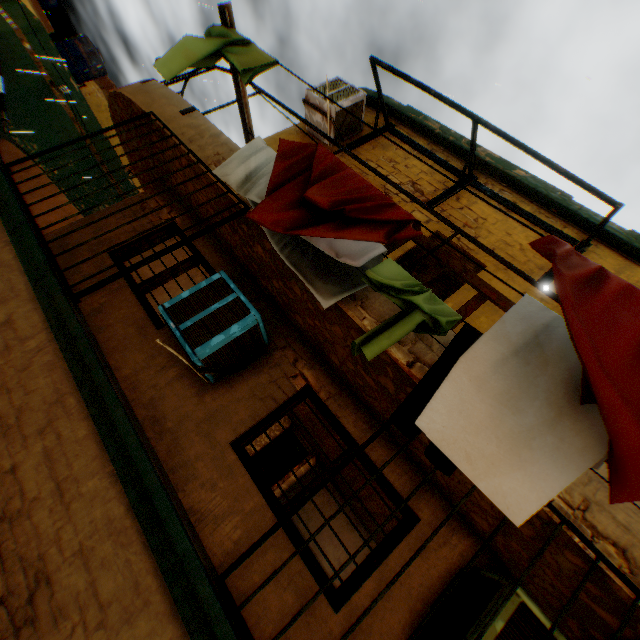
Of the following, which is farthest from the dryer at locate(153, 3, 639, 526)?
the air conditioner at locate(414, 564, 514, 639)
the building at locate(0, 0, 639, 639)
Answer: the air conditioner at locate(414, 564, 514, 639)

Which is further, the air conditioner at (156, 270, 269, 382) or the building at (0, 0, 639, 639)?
the air conditioner at (156, 270, 269, 382)

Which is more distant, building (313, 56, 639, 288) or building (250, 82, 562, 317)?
building (313, 56, 639, 288)

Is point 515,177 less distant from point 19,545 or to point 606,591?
point 606,591

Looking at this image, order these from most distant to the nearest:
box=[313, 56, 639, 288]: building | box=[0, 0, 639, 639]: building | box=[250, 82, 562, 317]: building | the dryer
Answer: box=[313, 56, 639, 288]: building < box=[250, 82, 562, 317]: building < box=[0, 0, 639, 639]: building < the dryer

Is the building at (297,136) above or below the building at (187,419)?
above

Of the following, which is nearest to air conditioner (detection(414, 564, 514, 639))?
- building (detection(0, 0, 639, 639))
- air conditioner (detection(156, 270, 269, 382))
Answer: building (detection(0, 0, 639, 639))

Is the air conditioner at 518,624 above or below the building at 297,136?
below
